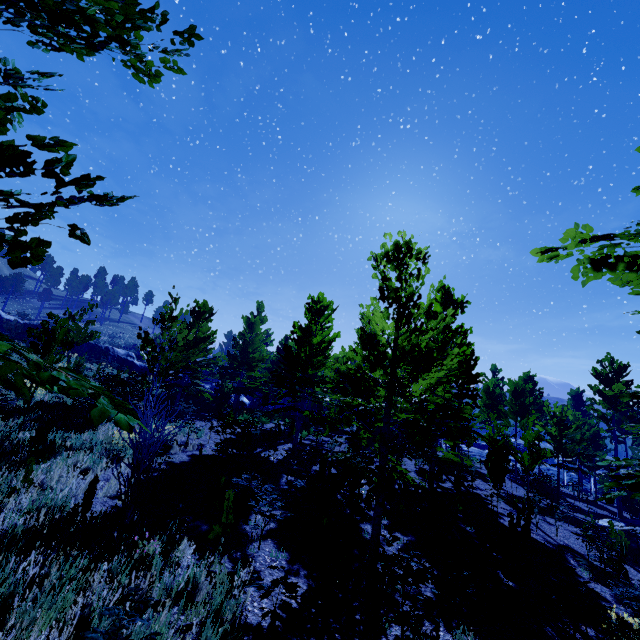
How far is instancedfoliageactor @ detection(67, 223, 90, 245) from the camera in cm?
248

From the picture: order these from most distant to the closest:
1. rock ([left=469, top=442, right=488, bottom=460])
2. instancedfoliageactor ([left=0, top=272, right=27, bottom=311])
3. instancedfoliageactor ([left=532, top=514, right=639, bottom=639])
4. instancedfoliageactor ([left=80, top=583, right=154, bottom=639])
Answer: instancedfoliageactor ([left=0, top=272, right=27, bottom=311]), rock ([left=469, top=442, right=488, bottom=460]), instancedfoliageactor ([left=532, top=514, right=639, bottom=639]), instancedfoliageactor ([left=80, top=583, right=154, bottom=639])

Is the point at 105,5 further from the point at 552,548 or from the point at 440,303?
the point at 440,303

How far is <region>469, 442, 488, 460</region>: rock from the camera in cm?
4007

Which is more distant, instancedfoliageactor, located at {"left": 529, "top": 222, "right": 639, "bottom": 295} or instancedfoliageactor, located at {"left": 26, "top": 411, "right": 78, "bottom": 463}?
instancedfoliageactor, located at {"left": 26, "top": 411, "right": 78, "bottom": 463}

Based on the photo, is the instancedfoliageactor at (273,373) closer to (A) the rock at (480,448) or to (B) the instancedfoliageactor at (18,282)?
(A) the rock at (480,448)

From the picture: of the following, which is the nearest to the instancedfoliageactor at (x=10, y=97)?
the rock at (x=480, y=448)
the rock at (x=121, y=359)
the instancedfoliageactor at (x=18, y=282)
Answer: the rock at (x=121, y=359)

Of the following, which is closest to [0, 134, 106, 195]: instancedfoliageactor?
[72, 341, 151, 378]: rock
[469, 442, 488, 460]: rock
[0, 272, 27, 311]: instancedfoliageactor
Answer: [72, 341, 151, 378]: rock
